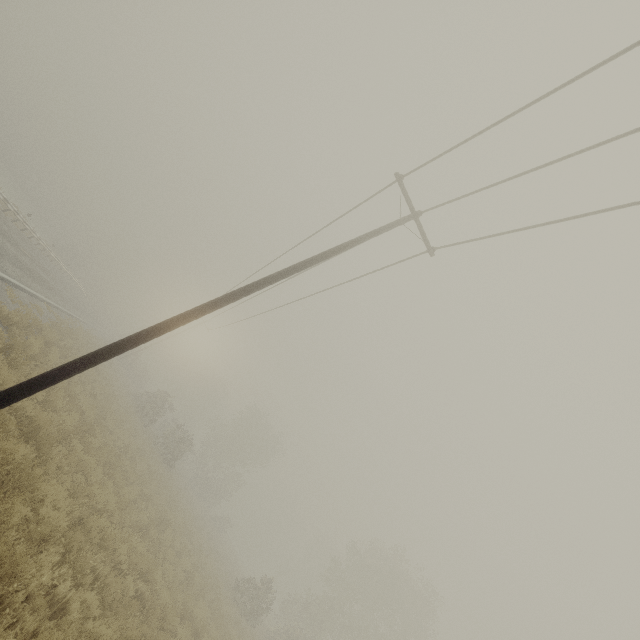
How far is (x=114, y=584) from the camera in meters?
6.7
